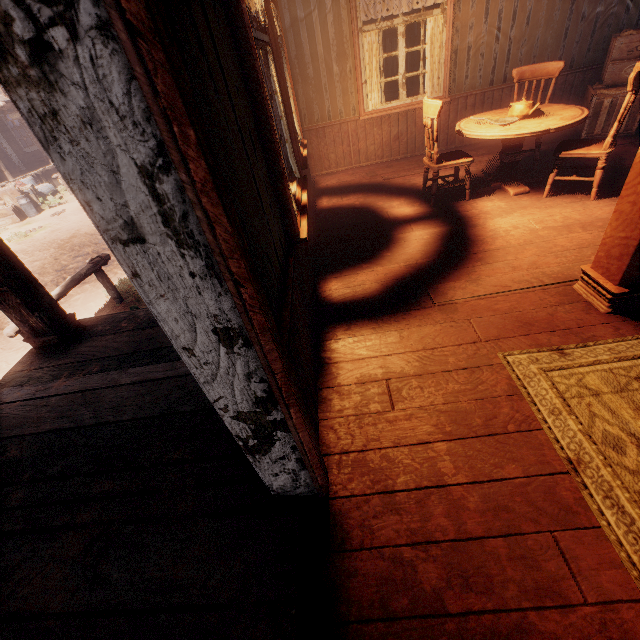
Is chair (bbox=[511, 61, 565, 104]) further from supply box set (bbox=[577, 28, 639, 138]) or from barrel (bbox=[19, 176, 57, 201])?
barrel (bbox=[19, 176, 57, 201])

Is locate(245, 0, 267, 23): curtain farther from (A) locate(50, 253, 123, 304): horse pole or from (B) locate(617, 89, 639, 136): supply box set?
(A) locate(50, 253, 123, 304): horse pole

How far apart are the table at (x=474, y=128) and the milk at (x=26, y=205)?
15.71m

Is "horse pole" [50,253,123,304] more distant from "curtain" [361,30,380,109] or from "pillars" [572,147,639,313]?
"pillars" [572,147,639,313]

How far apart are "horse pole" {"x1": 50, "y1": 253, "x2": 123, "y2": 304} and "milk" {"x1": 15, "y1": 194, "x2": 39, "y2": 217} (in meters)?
10.54

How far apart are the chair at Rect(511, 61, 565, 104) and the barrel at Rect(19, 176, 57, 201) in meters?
17.7

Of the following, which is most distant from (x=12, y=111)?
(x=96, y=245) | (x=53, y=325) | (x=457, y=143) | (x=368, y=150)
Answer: (x=457, y=143)

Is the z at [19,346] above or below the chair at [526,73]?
below
